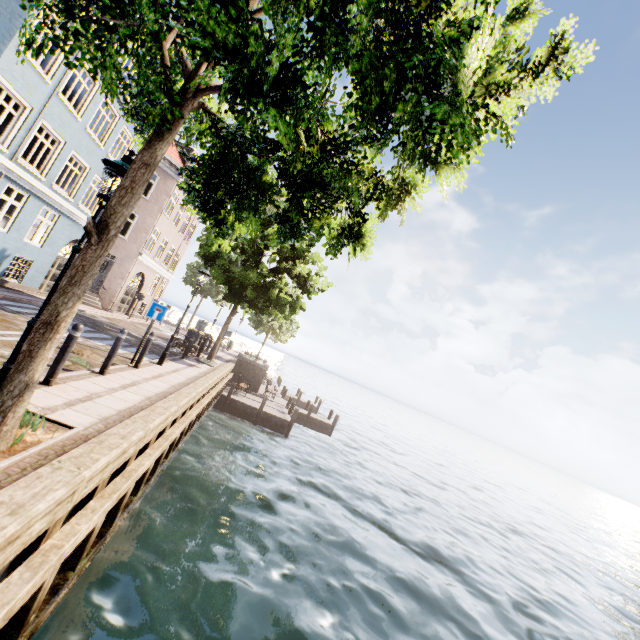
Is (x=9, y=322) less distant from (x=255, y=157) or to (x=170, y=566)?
(x=170, y=566)

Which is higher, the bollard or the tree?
the tree

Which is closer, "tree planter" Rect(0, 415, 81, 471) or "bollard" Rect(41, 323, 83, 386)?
"tree planter" Rect(0, 415, 81, 471)

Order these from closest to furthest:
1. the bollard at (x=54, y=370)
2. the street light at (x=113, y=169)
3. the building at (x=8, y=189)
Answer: the street light at (x=113, y=169) → the bollard at (x=54, y=370) → the building at (x=8, y=189)

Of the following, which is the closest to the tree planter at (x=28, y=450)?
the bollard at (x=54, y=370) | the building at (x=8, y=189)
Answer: the bollard at (x=54, y=370)

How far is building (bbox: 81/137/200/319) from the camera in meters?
20.6 m

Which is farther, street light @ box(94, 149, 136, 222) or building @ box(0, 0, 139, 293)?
building @ box(0, 0, 139, 293)

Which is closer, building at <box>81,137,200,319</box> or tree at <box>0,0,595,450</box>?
tree at <box>0,0,595,450</box>
